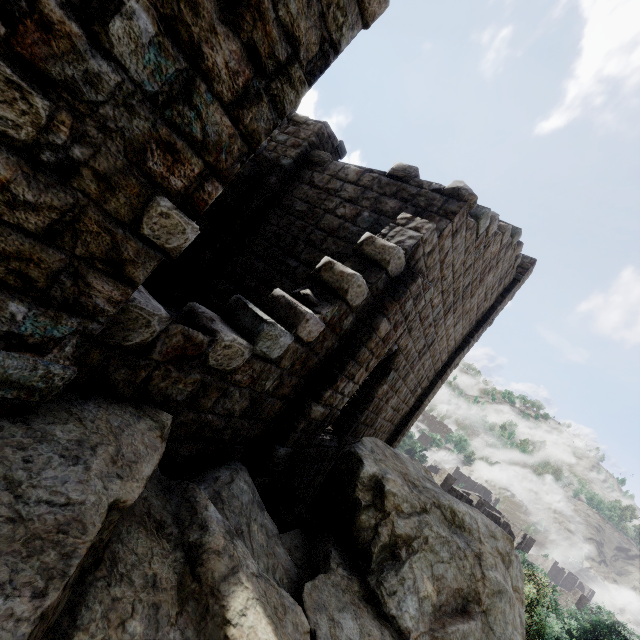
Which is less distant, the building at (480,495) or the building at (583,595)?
the building at (480,495)

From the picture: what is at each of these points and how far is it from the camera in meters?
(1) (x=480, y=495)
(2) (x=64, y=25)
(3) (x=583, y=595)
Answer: (1) building, 48.2
(2) building, 1.4
(3) building, 45.2

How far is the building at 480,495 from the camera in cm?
3591

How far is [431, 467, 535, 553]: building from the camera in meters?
35.9

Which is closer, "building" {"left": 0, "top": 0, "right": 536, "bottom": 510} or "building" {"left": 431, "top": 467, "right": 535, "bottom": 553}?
"building" {"left": 0, "top": 0, "right": 536, "bottom": 510}
